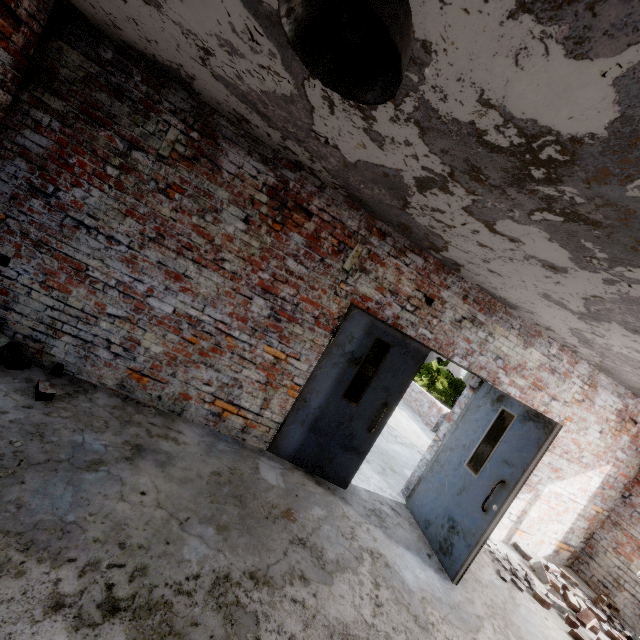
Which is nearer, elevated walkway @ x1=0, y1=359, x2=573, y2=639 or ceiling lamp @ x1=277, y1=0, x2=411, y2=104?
ceiling lamp @ x1=277, y1=0, x2=411, y2=104

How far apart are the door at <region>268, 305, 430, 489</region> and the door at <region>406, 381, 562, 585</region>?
1.1 meters

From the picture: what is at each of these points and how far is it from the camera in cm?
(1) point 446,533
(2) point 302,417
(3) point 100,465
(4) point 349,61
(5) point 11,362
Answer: (1) door, 399
(2) door, 410
(3) elevated walkway, 263
(4) ceiling lamp, 115
(5) brick, 306

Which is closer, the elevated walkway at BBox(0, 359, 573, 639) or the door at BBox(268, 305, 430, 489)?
the elevated walkway at BBox(0, 359, 573, 639)

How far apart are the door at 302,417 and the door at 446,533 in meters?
1.1 m

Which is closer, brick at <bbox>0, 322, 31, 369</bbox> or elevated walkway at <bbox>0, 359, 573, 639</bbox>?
elevated walkway at <bbox>0, 359, 573, 639</bbox>

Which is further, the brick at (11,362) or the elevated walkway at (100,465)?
the brick at (11,362)

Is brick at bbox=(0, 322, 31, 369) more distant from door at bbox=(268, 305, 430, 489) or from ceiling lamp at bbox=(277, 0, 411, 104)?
ceiling lamp at bbox=(277, 0, 411, 104)
